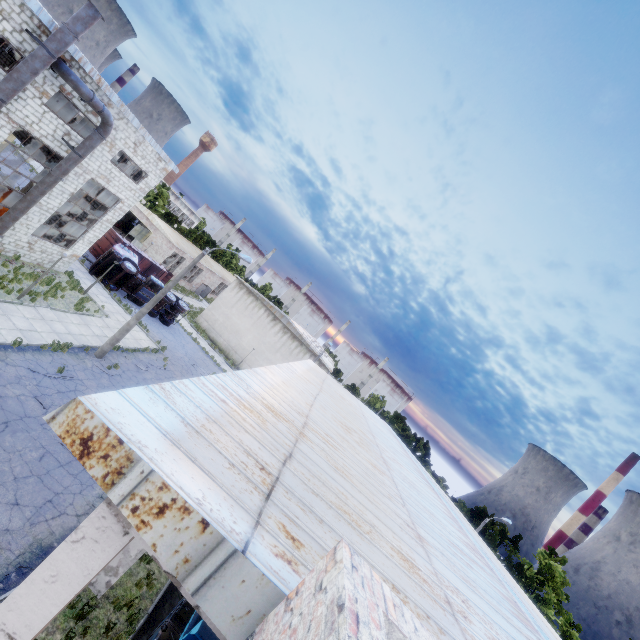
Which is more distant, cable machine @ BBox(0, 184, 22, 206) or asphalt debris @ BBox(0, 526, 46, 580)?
cable machine @ BBox(0, 184, 22, 206)

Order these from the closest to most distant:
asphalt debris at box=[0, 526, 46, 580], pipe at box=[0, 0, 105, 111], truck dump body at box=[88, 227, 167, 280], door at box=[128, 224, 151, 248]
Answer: asphalt debris at box=[0, 526, 46, 580]
pipe at box=[0, 0, 105, 111]
truck dump body at box=[88, 227, 167, 280]
door at box=[128, 224, 151, 248]

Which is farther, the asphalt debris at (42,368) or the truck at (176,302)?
the truck at (176,302)

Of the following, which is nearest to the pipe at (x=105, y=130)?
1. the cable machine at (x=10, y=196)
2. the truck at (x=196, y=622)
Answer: the cable machine at (x=10, y=196)

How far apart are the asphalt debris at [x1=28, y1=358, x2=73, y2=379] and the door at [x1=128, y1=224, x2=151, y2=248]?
29.8m

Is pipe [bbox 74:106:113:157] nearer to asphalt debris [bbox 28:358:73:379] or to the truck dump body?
asphalt debris [bbox 28:358:73:379]

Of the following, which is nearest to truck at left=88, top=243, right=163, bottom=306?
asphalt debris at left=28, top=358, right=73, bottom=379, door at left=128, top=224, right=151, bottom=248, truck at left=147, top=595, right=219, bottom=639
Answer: door at left=128, top=224, right=151, bottom=248

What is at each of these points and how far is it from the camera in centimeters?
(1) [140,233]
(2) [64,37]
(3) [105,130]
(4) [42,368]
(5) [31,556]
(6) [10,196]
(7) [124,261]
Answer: (1) door, 4181cm
(2) pipe, 1325cm
(3) pipe, 1714cm
(4) asphalt debris, 1448cm
(5) asphalt debris, 878cm
(6) cable machine, 2016cm
(7) truck, 2731cm
